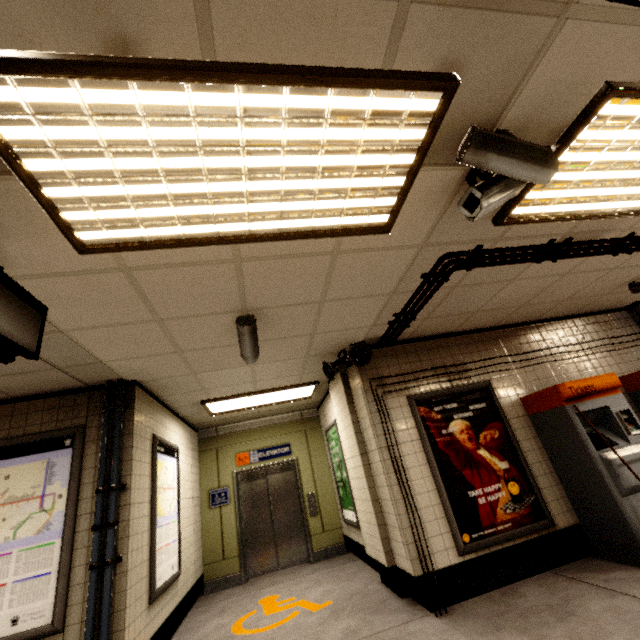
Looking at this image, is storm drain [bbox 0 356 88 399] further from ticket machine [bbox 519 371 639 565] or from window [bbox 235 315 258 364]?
ticket machine [bbox 519 371 639 565]

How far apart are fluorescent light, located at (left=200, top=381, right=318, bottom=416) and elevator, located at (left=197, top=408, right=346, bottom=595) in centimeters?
146cm

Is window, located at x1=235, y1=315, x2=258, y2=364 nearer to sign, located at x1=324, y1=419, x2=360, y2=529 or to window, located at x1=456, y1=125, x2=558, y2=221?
window, located at x1=456, y1=125, x2=558, y2=221

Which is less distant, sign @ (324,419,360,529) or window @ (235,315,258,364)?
window @ (235,315,258,364)

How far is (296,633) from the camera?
3.6m

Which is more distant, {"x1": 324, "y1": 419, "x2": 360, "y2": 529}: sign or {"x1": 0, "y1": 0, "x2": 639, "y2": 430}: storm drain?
{"x1": 324, "y1": 419, "x2": 360, "y2": 529}: sign

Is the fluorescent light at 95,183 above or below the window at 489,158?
above

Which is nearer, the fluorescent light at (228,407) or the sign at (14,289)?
the sign at (14,289)
